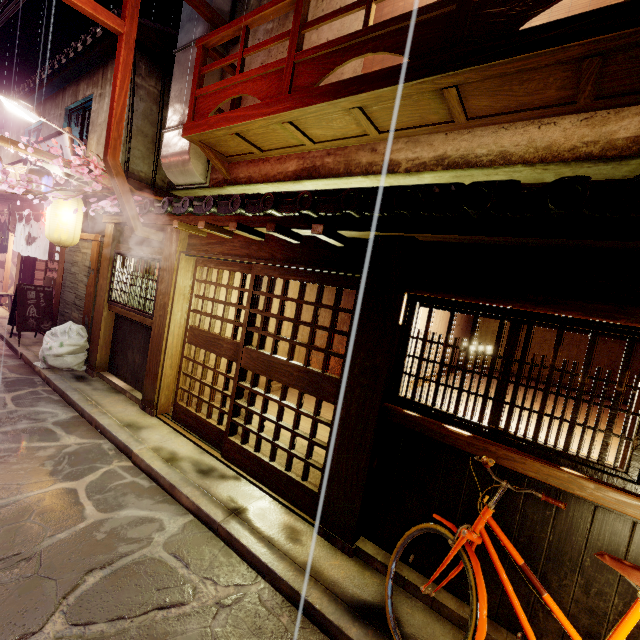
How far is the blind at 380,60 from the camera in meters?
7.9

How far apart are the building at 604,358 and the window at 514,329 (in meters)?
9.04

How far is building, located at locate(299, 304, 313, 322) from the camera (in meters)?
15.52

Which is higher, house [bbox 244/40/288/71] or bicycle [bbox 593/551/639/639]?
house [bbox 244/40/288/71]

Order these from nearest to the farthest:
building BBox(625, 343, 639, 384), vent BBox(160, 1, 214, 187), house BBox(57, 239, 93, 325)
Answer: building BBox(625, 343, 639, 384)
vent BBox(160, 1, 214, 187)
house BBox(57, 239, 93, 325)

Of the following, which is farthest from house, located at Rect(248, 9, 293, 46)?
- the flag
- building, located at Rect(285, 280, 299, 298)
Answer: the flag

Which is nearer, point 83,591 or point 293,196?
point 83,591

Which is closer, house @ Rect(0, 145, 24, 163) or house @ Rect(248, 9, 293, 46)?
house @ Rect(248, 9, 293, 46)
